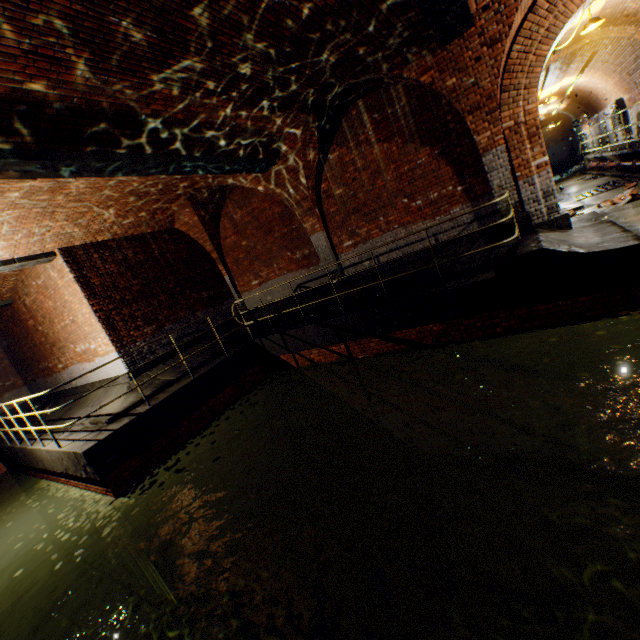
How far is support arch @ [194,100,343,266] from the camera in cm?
767

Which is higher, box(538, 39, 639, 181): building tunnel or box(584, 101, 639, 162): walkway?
box(538, 39, 639, 181): building tunnel

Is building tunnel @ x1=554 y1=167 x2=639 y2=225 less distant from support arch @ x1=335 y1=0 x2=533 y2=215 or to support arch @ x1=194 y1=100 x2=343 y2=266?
support arch @ x1=335 y1=0 x2=533 y2=215

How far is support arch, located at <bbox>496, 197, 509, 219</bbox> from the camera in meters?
7.3

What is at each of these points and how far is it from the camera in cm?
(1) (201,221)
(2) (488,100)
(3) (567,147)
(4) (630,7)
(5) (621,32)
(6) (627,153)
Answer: (1) support arch, 1111
(2) support arch, 666
(3) building tunnel, 2859
(4) building tunnel, 855
(5) wall archway, 977
(6) walkway, 1089

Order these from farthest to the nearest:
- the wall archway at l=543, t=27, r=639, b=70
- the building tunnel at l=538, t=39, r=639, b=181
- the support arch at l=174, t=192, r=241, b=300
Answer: the building tunnel at l=538, t=39, r=639, b=181
the support arch at l=174, t=192, r=241, b=300
the wall archway at l=543, t=27, r=639, b=70

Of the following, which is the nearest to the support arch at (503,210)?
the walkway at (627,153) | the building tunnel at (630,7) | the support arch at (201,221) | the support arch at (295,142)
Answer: the building tunnel at (630,7)

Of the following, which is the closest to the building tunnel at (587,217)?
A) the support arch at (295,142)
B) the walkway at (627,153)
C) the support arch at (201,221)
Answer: the walkway at (627,153)
